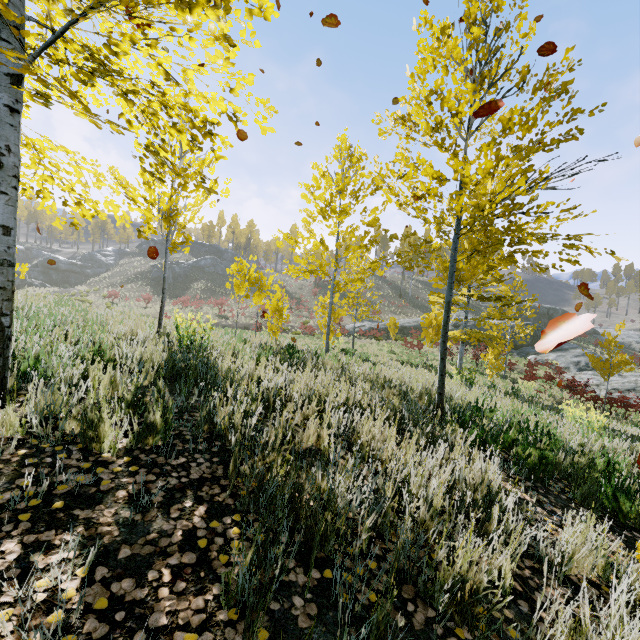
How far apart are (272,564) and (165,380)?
3.0 meters

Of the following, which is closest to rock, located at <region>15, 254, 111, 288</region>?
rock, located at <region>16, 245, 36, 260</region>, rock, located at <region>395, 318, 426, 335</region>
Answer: rock, located at <region>16, 245, 36, 260</region>

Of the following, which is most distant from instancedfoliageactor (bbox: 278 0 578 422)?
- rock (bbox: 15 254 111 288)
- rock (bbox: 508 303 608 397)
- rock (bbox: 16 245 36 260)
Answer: rock (bbox: 16 245 36 260)

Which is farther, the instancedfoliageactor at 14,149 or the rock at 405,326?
the rock at 405,326

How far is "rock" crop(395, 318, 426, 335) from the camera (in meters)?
35.84

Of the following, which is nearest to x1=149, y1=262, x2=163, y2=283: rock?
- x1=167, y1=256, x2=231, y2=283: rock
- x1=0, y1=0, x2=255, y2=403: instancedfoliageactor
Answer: x1=167, y1=256, x2=231, y2=283: rock

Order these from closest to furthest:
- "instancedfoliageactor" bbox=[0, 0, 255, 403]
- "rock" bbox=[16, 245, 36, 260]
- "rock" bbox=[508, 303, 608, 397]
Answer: "instancedfoliageactor" bbox=[0, 0, 255, 403], "rock" bbox=[508, 303, 608, 397], "rock" bbox=[16, 245, 36, 260]

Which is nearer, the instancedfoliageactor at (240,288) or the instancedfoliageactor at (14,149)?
the instancedfoliageactor at (14,149)
